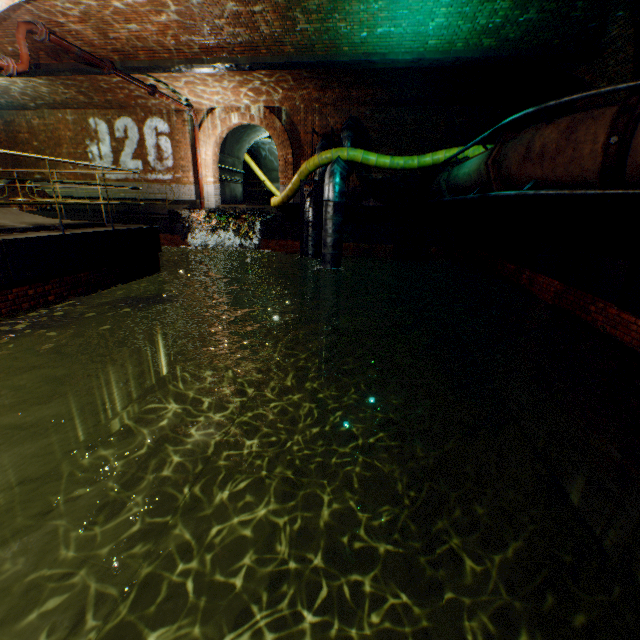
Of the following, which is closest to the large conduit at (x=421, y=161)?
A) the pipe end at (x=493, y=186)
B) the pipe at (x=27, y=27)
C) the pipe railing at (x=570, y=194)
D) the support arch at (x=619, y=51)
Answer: the pipe railing at (x=570, y=194)

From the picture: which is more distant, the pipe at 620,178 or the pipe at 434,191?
the pipe at 434,191

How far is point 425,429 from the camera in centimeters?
883cm

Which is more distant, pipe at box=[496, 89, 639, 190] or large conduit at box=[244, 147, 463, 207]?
large conduit at box=[244, 147, 463, 207]

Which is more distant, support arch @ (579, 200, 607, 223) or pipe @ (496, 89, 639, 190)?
support arch @ (579, 200, 607, 223)

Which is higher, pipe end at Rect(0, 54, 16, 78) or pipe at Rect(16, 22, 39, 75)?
pipe at Rect(16, 22, 39, 75)

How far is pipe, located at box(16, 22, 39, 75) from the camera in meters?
7.0 m

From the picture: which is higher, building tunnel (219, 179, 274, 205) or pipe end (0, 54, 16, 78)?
pipe end (0, 54, 16, 78)
